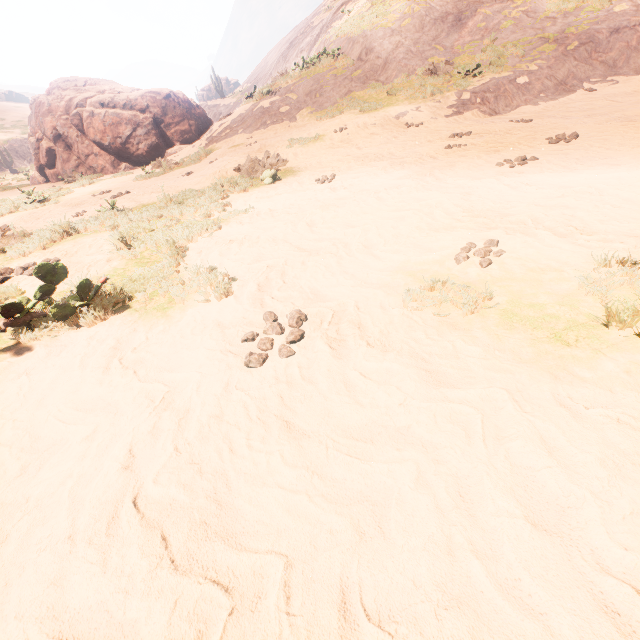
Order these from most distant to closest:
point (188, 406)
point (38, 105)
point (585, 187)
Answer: point (38, 105) → point (585, 187) → point (188, 406)

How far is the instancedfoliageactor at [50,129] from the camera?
16.2 meters

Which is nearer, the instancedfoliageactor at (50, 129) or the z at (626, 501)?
the z at (626, 501)

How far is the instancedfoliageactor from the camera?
16.2 meters

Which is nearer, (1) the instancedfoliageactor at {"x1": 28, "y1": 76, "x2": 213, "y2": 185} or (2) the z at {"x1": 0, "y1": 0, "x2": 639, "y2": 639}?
(2) the z at {"x1": 0, "y1": 0, "x2": 639, "y2": 639}
